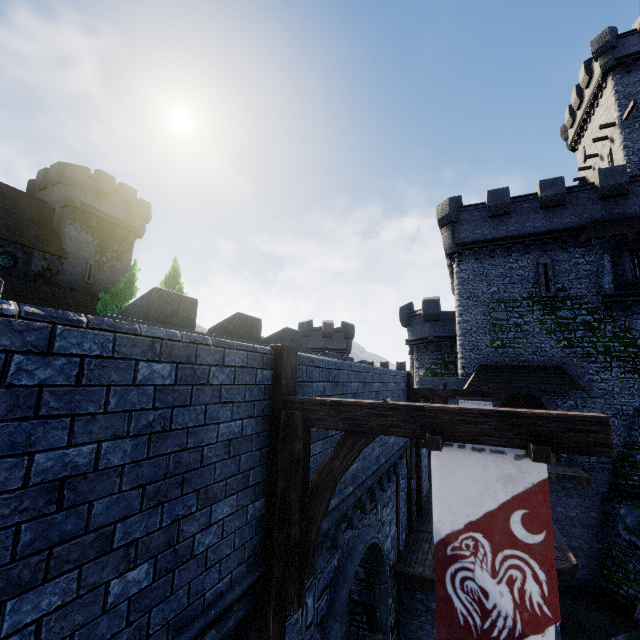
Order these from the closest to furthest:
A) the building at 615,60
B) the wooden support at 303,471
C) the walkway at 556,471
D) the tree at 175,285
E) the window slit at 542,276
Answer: the wooden support at 303,471 < the walkway at 556,471 < the window slit at 542,276 < the building at 615,60 < the tree at 175,285

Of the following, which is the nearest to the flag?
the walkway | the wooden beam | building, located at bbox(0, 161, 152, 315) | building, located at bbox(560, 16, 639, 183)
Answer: the wooden beam

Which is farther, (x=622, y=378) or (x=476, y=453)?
(x=622, y=378)

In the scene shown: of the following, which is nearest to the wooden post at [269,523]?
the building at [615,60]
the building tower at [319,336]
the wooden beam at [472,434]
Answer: the wooden beam at [472,434]

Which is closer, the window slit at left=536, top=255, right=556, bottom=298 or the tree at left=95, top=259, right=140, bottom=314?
the window slit at left=536, top=255, right=556, bottom=298

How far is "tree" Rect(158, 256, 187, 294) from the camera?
29.77m

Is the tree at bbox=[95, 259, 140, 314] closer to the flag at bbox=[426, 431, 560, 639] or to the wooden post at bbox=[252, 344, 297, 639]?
the wooden post at bbox=[252, 344, 297, 639]

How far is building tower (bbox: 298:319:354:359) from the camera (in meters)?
38.84
